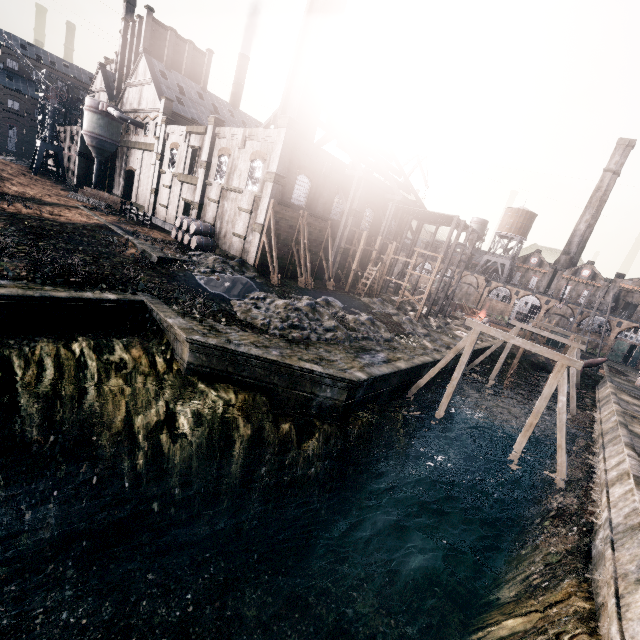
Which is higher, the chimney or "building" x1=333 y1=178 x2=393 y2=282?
the chimney

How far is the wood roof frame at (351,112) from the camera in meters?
34.0

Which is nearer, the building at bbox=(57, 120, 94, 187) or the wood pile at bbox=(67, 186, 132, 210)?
the wood pile at bbox=(67, 186, 132, 210)

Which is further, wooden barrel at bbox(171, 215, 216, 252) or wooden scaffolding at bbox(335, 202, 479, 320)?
wooden scaffolding at bbox(335, 202, 479, 320)

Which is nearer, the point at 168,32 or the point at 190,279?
Answer: the point at 190,279

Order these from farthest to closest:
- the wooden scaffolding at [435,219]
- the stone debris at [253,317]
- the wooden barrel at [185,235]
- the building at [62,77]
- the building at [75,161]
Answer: the building at [62,77] < the building at [75,161] < the wooden scaffolding at [435,219] < the wooden barrel at [185,235] < the stone debris at [253,317]

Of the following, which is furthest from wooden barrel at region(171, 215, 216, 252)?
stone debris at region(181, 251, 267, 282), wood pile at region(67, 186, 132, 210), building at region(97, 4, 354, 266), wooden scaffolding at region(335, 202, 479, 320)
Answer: building at region(97, 4, 354, 266)

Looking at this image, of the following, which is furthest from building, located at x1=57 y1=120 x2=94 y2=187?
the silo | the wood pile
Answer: the wood pile
